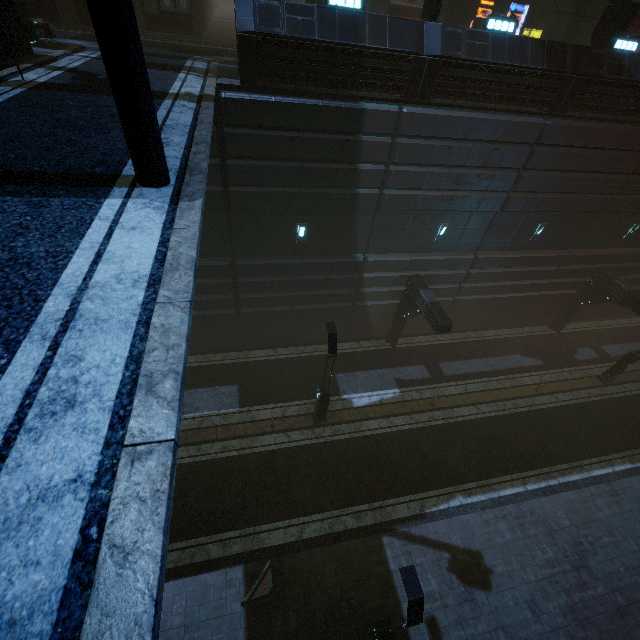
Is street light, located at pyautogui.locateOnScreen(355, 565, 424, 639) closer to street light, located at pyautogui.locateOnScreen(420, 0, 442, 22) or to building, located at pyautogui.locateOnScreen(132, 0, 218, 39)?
building, located at pyautogui.locateOnScreen(132, 0, 218, 39)

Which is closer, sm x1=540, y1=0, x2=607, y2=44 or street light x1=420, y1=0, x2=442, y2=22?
street light x1=420, y1=0, x2=442, y2=22

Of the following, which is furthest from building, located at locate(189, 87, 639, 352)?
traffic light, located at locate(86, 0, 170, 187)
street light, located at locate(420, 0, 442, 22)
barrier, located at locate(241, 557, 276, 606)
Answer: street light, located at locate(420, 0, 442, 22)

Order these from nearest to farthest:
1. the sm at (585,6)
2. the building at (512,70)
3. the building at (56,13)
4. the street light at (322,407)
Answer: the building at (512,70)
the street light at (322,407)
the sm at (585,6)
the building at (56,13)

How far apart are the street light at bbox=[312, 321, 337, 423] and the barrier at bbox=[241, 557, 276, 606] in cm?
531

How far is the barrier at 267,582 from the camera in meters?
10.0

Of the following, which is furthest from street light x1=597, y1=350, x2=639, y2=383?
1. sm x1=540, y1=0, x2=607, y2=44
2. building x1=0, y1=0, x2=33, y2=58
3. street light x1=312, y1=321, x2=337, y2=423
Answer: street light x1=312, y1=321, x2=337, y2=423

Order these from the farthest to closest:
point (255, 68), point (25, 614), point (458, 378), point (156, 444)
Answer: point (458, 378), point (255, 68), point (156, 444), point (25, 614)
